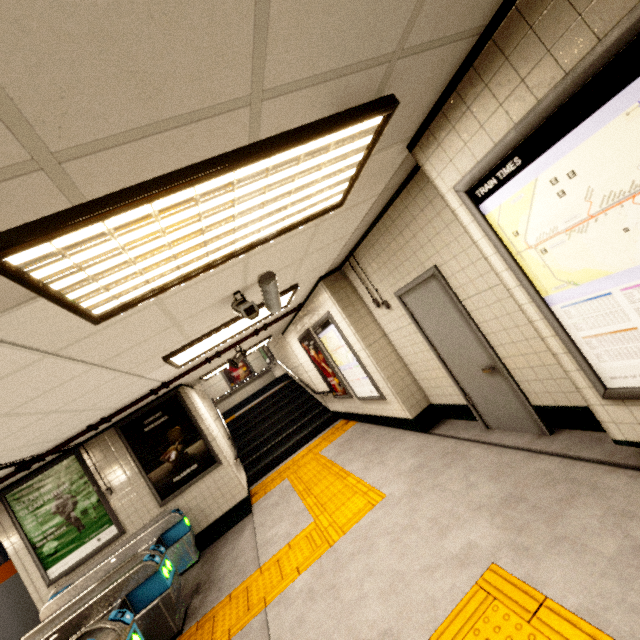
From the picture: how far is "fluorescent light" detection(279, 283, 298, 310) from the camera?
4.5m

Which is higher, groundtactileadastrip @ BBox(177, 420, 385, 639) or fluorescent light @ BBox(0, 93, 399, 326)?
fluorescent light @ BBox(0, 93, 399, 326)

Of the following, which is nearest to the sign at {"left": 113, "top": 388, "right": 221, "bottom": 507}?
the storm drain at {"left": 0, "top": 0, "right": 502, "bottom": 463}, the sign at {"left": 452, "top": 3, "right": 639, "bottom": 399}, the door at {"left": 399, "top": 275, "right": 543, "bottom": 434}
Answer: the storm drain at {"left": 0, "top": 0, "right": 502, "bottom": 463}

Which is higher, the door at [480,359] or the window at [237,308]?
the window at [237,308]

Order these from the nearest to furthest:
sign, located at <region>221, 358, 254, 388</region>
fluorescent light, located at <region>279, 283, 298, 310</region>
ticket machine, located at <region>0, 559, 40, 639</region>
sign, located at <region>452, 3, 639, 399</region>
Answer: sign, located at <region>452, 3, 639, 399</region>, fluorescent light, located at <region>279, 283, 298, 310</region>, ticket machine, located at <region>0, 559, 40, 639</region>, sign, located at <region>221, 358, 254, 388</region>

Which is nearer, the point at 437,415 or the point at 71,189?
the point at 71,189

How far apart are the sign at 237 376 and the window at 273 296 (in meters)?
12.05

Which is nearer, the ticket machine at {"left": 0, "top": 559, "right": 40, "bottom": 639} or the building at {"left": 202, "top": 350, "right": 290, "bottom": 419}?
the ticket machine at {"left": 0, "top": 559, "right": 40, "bottom": 639}
